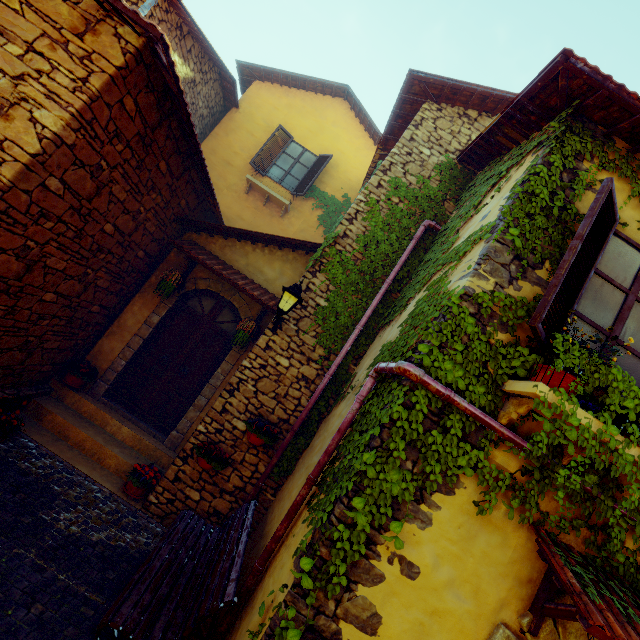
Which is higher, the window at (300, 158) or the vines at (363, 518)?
the window at (300, 158)

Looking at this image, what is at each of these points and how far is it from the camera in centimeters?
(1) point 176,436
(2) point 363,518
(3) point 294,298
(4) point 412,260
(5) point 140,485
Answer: (1) stone doorway, 612cm
(2) vines, 261cm
(3) street light, 492cm
(4) vines, 593cm
(5) flower pot, 495cm

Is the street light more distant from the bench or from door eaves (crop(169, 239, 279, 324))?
the bench

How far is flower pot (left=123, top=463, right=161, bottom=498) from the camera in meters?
5.0 m

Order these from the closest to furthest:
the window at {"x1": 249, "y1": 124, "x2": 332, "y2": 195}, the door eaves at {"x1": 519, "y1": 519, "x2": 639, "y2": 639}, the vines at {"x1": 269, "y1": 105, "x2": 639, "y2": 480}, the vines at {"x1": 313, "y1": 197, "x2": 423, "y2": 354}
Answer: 1. the door eaves at {"x1": 519, "y1": 519, "x2": 639, "y2": 639}
2. the vines at {"x1": 269, "y1": 105, "x2": 639, "y2": 480}
3. the vines at {"x1": 313, "y1": 197, "x2": 423, "y2": 354}
4. the window at {"x1": 249, "y1": 124, "x2": 332, "y2": 195}

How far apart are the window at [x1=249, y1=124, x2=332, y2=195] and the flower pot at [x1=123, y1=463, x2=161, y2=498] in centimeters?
791cm

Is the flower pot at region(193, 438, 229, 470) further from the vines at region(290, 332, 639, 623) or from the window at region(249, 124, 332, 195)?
the window at region(249, 124, 332, 195)

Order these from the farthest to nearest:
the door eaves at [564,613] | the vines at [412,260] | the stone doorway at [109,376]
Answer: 1. the stone doorway at [109,376]
2. the vines at [412,260]
3. the door eaves at [564,613]
